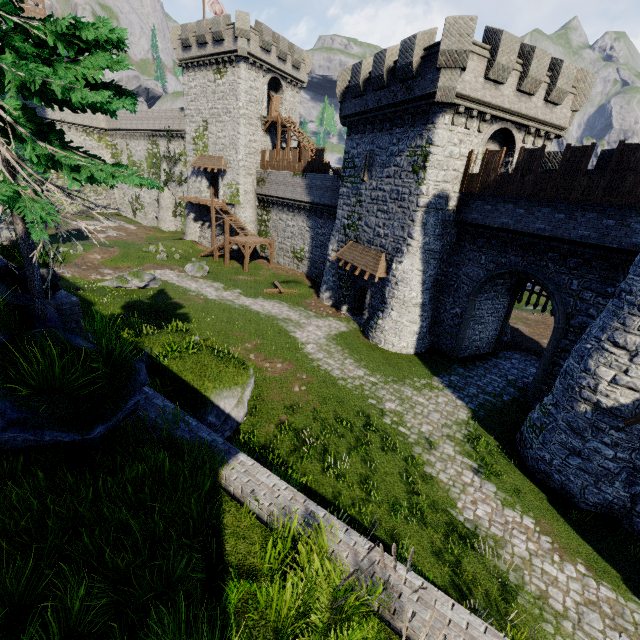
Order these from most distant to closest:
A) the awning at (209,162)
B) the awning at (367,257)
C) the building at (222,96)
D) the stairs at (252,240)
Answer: the awning at (209,162)
the stairs at (252,240)
the building at (222,96)
the awning at (367,257)

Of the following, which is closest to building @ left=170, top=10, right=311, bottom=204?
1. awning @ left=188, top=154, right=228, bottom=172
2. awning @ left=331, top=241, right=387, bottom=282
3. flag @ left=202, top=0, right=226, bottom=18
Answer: awning @ left=188, top=154, right=228, bottom=172

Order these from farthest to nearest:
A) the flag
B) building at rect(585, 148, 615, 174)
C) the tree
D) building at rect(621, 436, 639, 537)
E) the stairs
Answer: the flag < the stairs < building at rect(585, 148, 615, 174) < building at rect(621, 436, 639, 537) < the tree

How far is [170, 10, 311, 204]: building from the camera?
31.9 meters

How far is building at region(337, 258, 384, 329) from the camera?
22.48m

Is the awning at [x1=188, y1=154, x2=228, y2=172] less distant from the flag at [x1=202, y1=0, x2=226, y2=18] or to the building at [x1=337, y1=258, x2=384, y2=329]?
the flag at [x1=202, y1=0, x2=226, y2=18]

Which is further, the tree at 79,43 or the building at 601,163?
the building at 601,163

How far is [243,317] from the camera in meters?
23.5 m
